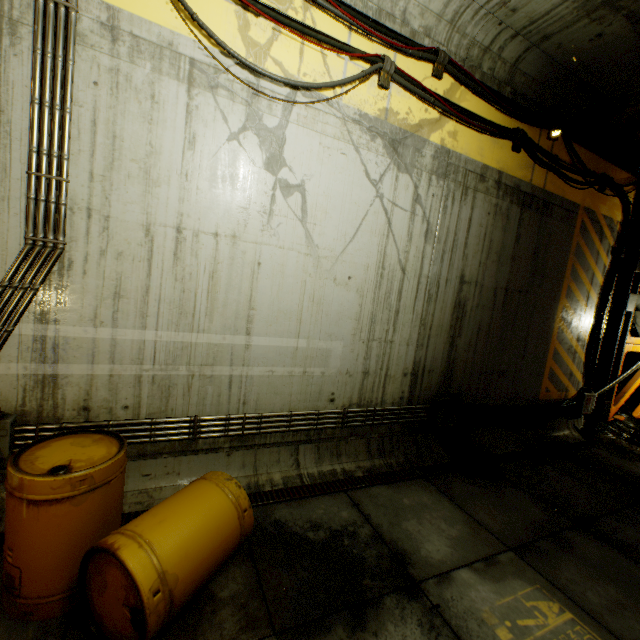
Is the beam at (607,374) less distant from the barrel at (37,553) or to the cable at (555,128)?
the cable at (555,128)

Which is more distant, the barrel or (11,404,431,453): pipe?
(11,404,431,453): pipe

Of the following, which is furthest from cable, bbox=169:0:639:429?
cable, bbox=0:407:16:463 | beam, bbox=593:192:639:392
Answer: cable, bbox=0:407:16:463

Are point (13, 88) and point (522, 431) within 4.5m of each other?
no

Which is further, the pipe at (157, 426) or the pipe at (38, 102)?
the pipe at (157, 426)

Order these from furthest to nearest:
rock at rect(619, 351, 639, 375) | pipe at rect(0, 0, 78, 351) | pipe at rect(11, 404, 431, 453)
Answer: rock at rect(619, 351, 639, 375) < pipe at rect(11, 404, 431, 453) < pipe at rect(0, 0, 78, 351)

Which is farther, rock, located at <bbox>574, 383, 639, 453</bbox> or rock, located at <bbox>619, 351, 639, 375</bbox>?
rock, located at <bbox>619, 351, 639, 375</bbox>

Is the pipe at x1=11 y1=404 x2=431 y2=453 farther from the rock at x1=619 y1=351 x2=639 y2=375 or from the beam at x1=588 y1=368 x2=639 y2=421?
the beam at x1=588 y1=368 x2=639 y2=421
